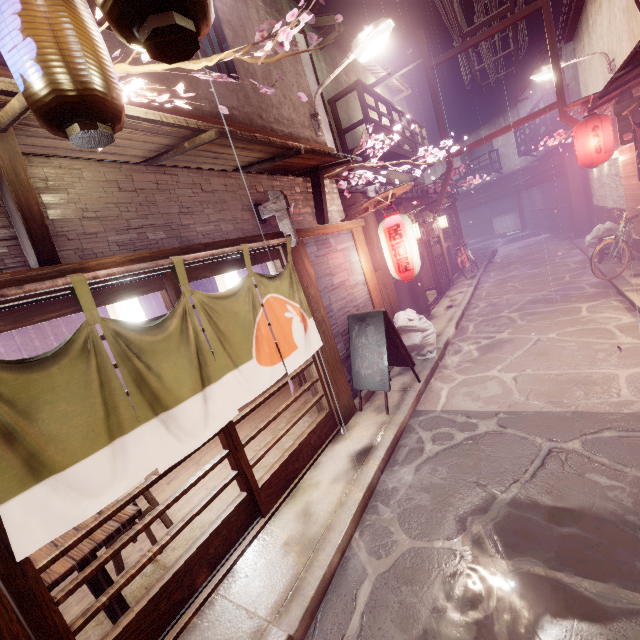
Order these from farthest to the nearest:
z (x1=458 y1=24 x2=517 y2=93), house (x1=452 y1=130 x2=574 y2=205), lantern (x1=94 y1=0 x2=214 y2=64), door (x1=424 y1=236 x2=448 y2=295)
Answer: house (x1=452 y1=130 x2=574 y2=205)
door (x1=424 y1=236 x2=448 y2=295)
z (x1=458 y1=24 x2=517 y2=93)
lantern (x1=94 y1=0 x2=214 y2=64)

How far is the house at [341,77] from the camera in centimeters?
1566cm

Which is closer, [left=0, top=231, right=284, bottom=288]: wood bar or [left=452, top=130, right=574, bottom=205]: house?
[left=0, top=231, right=284, bottom=288]: wood bar

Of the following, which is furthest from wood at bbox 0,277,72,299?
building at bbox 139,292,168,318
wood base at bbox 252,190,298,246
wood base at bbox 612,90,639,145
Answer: wood base at bbox 612,90,639,145

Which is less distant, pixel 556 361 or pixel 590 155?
pixel 556 361

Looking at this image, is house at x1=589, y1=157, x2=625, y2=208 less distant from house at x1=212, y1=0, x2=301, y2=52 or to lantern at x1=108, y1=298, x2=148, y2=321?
house at x1=212, y1=0, x2=301, y2=52

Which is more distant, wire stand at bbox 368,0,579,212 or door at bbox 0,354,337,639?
wire stand at bbox 368,0,579,212

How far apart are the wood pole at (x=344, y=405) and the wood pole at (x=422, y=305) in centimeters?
882cm
